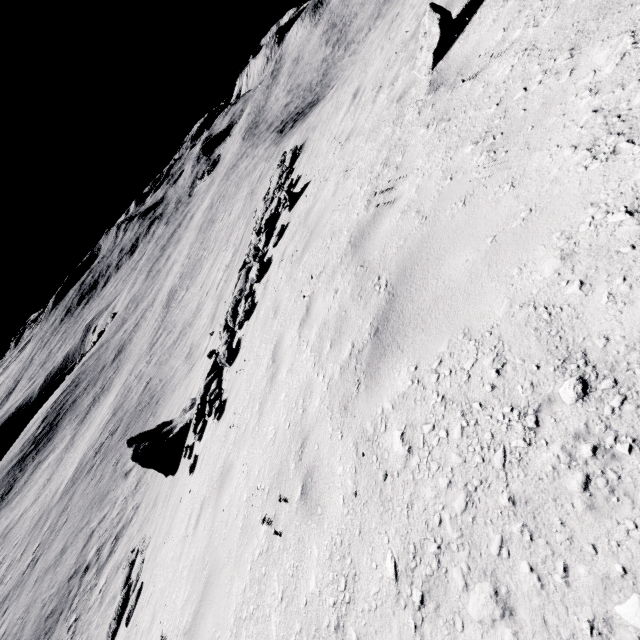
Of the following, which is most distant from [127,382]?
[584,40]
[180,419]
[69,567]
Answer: [584,40]
